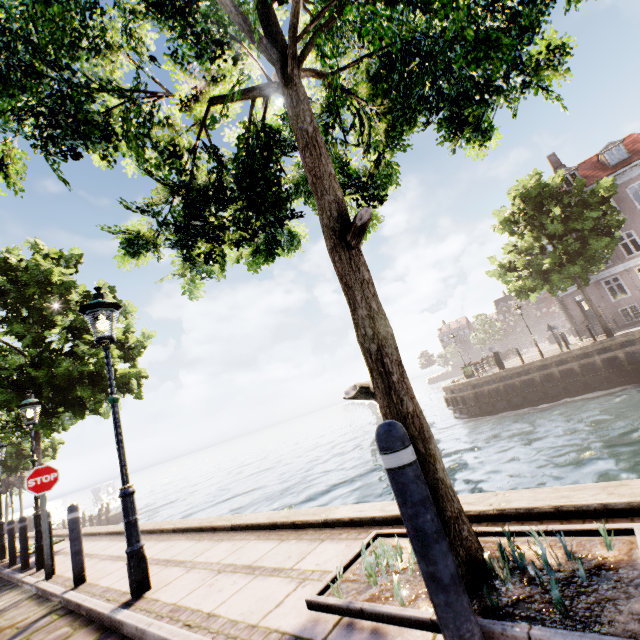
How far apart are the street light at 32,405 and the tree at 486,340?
52.8 meters

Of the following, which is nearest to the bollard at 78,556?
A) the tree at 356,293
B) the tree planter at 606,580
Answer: the tree at 356,293

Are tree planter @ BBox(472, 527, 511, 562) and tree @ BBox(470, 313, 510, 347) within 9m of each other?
no

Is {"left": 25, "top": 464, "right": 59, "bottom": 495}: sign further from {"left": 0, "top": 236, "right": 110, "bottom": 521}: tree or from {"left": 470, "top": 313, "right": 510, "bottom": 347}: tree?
{"left": 470, "top": 313, "right": 510, "bottom": 347}: tree

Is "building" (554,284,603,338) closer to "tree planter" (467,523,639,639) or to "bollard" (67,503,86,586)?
"tree planter" (467,523,639,639)

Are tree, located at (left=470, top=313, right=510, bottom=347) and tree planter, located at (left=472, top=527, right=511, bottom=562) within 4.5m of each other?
no

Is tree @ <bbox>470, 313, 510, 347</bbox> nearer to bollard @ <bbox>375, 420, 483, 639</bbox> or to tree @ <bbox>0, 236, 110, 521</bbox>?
tree @ <bbox>0, 236, 110, 521</bbox>

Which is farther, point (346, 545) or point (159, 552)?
point (159, 552)
